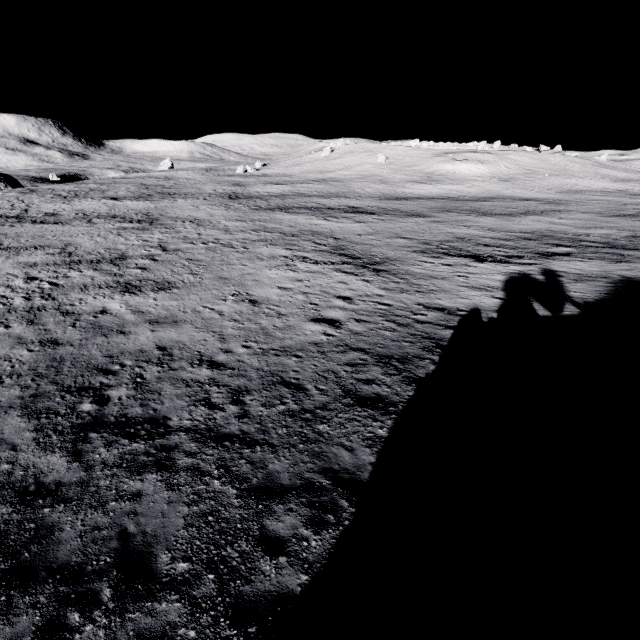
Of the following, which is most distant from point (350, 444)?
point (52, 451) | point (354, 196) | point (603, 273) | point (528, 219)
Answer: point (354, 196)
